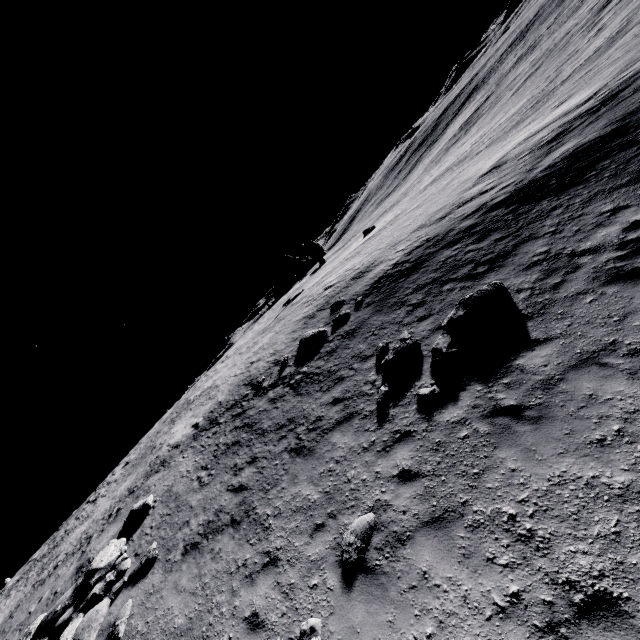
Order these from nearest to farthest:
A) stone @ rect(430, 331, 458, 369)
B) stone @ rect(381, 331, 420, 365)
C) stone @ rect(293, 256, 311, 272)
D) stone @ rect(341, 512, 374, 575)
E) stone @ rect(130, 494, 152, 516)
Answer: stone @ rect(341, 512, 374, 575) < stone @ rect(430, 331, 458, 369) < stone @ rect(381, 331, 420, 365) < stone @ rect(130, 494, 152, 516) < stone @ rect(293, 256, 311, 272)

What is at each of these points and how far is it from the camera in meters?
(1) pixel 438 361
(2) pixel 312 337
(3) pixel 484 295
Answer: (1) stone, 8.6
(2) stone, 16.2
(3) stone, 9.2

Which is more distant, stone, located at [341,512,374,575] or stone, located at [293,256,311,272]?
stone, located at [293,256,311,272]

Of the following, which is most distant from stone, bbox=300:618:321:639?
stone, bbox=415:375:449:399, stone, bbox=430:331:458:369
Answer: stone, bbox=430:331:458:369

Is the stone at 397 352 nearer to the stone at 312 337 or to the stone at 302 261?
the stone at 312 337

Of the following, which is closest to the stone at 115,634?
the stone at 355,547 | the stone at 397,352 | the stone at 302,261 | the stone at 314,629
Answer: the stone at 314,629

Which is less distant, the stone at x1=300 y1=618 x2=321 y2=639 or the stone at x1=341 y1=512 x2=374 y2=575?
the stone at x1=300 y1=618 x2=321 y2=639

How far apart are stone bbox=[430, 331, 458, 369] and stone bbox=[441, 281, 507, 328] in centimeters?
15cm
